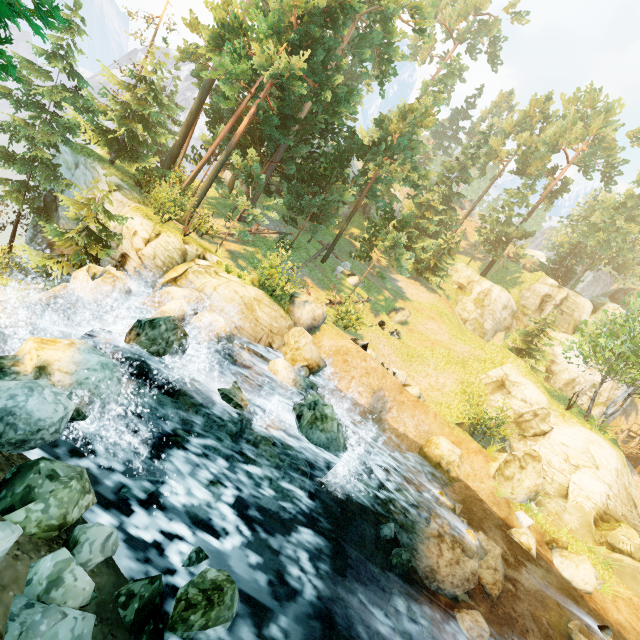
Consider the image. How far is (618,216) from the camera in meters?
38.9

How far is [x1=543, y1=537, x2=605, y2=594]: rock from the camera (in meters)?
12.66

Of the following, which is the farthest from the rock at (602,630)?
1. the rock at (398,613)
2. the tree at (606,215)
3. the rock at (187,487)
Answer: the tree at (606,215)

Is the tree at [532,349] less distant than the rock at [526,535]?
No

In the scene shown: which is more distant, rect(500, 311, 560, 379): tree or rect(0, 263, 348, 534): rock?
rect(500, 311, 560, 379): tree

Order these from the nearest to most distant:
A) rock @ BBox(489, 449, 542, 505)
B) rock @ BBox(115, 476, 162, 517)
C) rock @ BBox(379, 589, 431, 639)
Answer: rock @ BBox(115, 476, 162, 517), rock @ BBox(379, 589, 431, 639), rock @ BBox(489, 449, 542, 505)

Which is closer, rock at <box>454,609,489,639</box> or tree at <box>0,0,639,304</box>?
rock at <box>454,609,489,639</box>

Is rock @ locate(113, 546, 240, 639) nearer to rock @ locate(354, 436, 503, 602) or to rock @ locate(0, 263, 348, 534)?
rock @ locate(0, 263, 348, 534)
